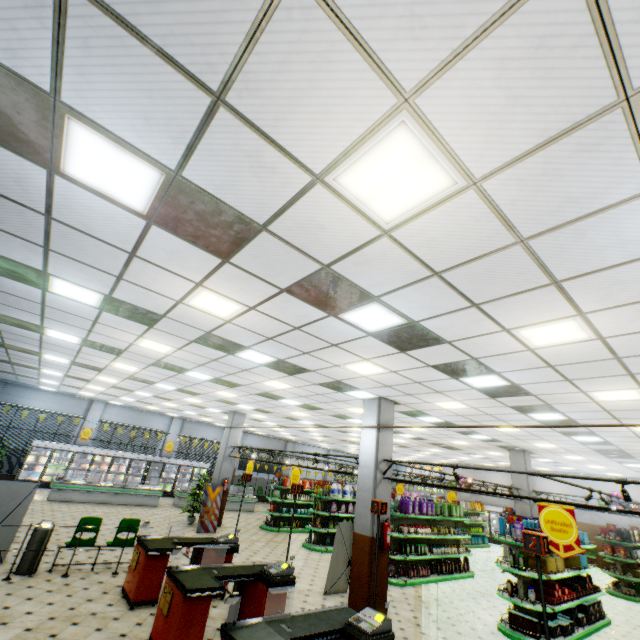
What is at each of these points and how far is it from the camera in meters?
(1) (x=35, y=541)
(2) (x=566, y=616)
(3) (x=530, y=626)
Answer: (1) trash can, 7.1 m
(2) boxed food, 8.2 m
(3) boxed food, 7.3 m

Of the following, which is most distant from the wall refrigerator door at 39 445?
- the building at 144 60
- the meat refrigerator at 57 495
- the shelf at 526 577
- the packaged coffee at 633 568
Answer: the packaged coffee at 633 568

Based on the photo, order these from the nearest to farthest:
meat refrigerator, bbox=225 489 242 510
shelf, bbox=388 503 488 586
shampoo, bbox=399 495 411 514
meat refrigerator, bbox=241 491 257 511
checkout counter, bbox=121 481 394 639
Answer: checkout counter, bbox=121 481 394 639, shelf, bbox=388 503 488 586, shampoo, bbox=399 495 411 514, meat refrigerator, bbox=225 489 242 510, meat refrigerator, bbox=241 491 257 511

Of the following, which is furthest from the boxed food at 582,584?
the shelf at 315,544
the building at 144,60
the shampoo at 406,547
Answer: the shelf at 315,544

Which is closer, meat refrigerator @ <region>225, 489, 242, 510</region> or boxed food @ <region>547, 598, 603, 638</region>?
boxed food @ <region>547, 598, 603, 638</region>

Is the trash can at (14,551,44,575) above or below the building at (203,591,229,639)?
above

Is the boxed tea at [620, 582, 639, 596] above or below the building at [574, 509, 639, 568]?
below

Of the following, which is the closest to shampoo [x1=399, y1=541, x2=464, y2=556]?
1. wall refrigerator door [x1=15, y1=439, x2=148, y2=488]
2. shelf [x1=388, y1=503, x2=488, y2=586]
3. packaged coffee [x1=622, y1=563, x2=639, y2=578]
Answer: shelf [x1=388, y1=503, x2=488, y2=586]
